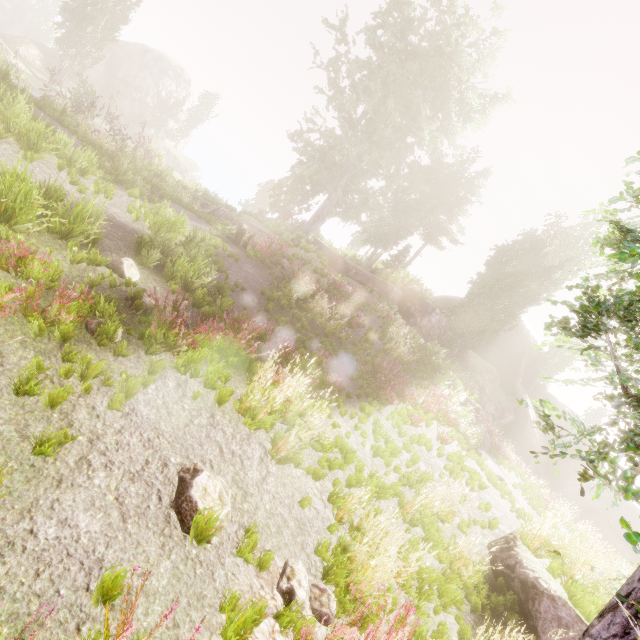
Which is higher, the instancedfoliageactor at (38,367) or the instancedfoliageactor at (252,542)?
the instancedfoliageactor at (252,542)

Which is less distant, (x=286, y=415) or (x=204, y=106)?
(x=286, y=415)

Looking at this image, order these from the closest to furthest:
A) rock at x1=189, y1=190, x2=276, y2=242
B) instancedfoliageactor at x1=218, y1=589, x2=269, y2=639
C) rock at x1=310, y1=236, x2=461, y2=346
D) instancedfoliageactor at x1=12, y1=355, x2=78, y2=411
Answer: instancedfoliageactor at x1=218, y1=589, x2=269, y2=639 → instancedfoliageactor at x1=12, y1=355, x2=78, y2=411 → rock at x1=189, y1=190, x2=276, y2=242 → rock at x1=310, y1=236, x2=461, y2=346

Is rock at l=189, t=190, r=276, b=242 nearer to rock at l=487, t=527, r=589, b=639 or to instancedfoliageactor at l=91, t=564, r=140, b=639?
instancedfoliageactor at l=91, t=564, r=140, b=639

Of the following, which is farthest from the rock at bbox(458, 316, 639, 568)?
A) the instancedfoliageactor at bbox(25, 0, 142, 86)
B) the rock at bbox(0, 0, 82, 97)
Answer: the rock at bbox(0, 0, 82, 97)

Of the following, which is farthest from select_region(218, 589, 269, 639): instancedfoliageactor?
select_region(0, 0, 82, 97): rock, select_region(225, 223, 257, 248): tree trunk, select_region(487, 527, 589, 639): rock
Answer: select_region(487, 527, 589, 639): rock

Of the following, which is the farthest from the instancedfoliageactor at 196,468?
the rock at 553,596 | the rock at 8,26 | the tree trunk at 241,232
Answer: the rock at 553,596
